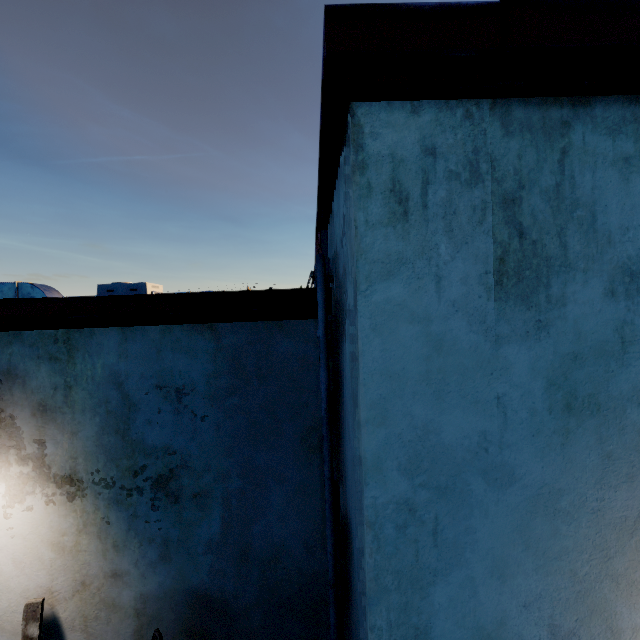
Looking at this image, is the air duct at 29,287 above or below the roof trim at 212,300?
above

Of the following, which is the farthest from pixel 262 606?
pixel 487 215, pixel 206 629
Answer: pixel 487 215

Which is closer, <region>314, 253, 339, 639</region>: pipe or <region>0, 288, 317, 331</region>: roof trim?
<region>314, 253, 339, 639</region>: pipe

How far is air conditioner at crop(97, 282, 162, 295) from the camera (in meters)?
9.16

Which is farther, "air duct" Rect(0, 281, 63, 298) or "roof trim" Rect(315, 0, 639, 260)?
"air duct" Rect(0, 281, 63, 298)

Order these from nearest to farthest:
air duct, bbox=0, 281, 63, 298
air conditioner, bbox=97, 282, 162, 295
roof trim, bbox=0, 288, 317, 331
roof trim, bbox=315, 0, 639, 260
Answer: roof trim, bbox=315, 0, 639, 260 → roof trim, bbox=0, 288, 317, 331 → air duct, bbox=0, 281, 63, 298 → air conditioner, bbox=97, 282, 162, 295

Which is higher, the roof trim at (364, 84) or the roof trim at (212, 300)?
the roof trim at (364, 84)

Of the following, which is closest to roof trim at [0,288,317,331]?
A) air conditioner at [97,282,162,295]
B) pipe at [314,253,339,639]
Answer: pipe at [314,253,339,639]
